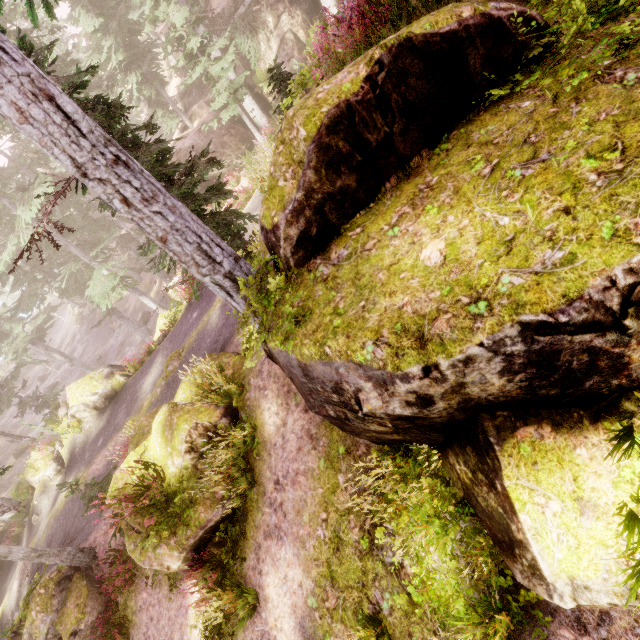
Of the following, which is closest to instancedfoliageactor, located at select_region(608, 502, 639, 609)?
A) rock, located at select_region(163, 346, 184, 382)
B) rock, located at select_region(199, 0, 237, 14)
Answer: rock, located at select_region(199, 0, 237, 14)

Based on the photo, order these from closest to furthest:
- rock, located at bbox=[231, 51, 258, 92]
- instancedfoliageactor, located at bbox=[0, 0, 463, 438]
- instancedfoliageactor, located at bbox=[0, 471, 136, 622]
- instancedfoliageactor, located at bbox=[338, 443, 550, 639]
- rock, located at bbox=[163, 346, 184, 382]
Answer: instancedfoliageactor, located at bbox=[338, 443, 550, 639], instancedfoliageactor, located at bbox=[0, 0, 463, 438], instancedfoliageactor, located at bbox=[0, 471, 136, 622], rock, located at bbox=[163, 346, 184, 382], rock, located at bbox=[231, 51, 258, 92]

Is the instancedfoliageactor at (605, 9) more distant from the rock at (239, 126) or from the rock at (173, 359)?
the rock at (173, 359)

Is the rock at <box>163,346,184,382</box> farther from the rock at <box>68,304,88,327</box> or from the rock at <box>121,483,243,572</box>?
the rock at <box>68,304,88,327</box>

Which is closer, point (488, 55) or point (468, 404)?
point (468, 404)
